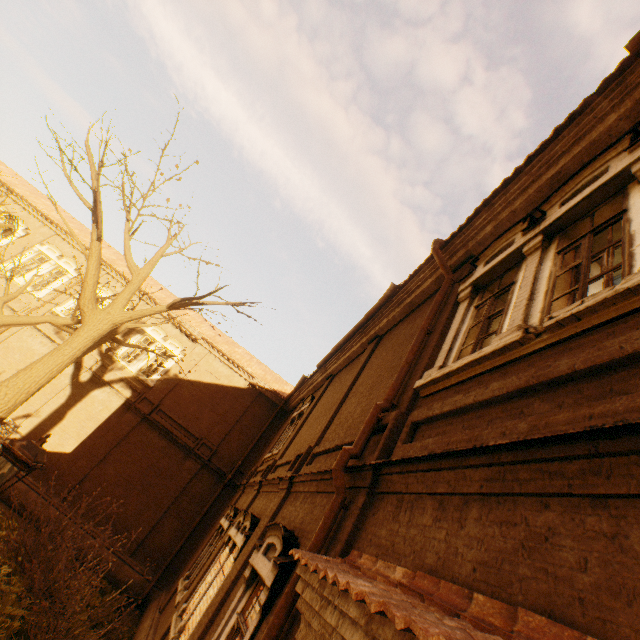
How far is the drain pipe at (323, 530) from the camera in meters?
3.7

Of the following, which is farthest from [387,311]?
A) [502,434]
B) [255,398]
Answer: [255,398]

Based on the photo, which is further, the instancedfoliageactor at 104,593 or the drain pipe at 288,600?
the instancedfoliageactor at 104,593

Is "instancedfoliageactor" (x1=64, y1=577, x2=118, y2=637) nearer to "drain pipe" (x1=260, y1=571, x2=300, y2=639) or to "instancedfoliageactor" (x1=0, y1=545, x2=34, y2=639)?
"instancedfoliageactor" (x1=0, y1=545, x2=34, y2=639)

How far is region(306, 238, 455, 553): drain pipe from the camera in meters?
3.7 m

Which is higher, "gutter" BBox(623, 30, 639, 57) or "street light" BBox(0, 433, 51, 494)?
"gutter" BBox(623, 30, 639, 57)

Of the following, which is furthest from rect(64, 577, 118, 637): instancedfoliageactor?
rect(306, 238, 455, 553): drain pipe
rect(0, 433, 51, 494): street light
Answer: rect(306, 238, 455, 553): drain pipe

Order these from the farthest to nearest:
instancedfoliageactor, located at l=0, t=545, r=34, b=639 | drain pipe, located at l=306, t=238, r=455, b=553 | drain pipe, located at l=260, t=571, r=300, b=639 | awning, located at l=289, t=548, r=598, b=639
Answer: instancedfoliageactor, located at l=0, t=545, r=34, b=639 < drain pipe, located at l=306, t=238, r=455, b=553 < drain pipe, located at l=260, t=571, r=300, b=639 < awning, located at l=289, t=548, r=598, b=639
